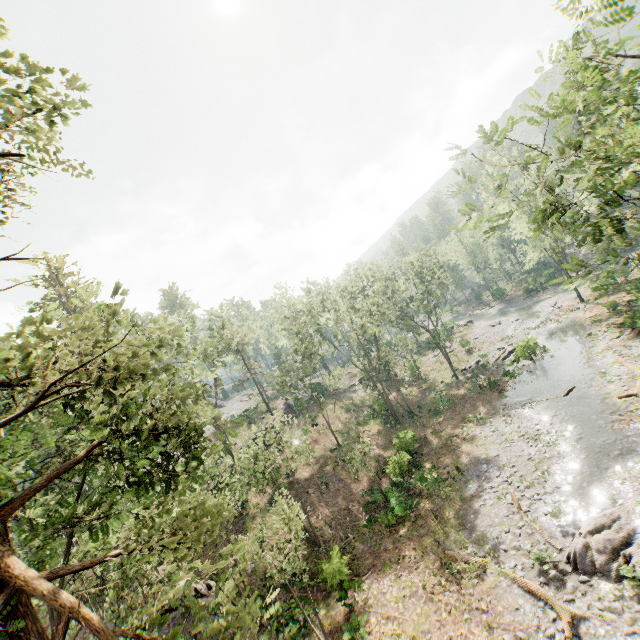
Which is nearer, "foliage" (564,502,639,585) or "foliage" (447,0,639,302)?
"foliage" (447,0,639,302)

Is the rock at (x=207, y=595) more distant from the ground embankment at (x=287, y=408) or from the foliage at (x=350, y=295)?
the ground embankment at (x=287, y=408)

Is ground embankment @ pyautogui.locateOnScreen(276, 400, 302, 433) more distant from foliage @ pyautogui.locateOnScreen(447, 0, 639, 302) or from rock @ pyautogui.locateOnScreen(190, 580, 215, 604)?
rock @ pyautogui.locateOnScreen(190, 580, 215, 604)

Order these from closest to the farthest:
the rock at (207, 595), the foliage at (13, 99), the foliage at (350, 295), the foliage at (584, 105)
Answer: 1. the foliage at (350, 295)
2. the foliage at (584, 105)
3. the foliage at (13, 99)
4. the rock at (207, 595)

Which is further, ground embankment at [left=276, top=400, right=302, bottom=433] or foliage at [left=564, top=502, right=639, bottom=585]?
ground embankment at [left=276, top=400, right=302, bottom=433]

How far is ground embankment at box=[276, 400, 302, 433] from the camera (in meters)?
42.92

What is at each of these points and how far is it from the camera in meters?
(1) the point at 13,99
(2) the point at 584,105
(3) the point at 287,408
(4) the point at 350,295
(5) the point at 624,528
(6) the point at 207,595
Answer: (1) foliage, 6.5 m
(2) foliage, 15.6 m
(3) ground embankment, 48.7 m
(4) foliage, 36.9 m
(5) foliage, 13.8 m
(6) rock, 18.2 m
